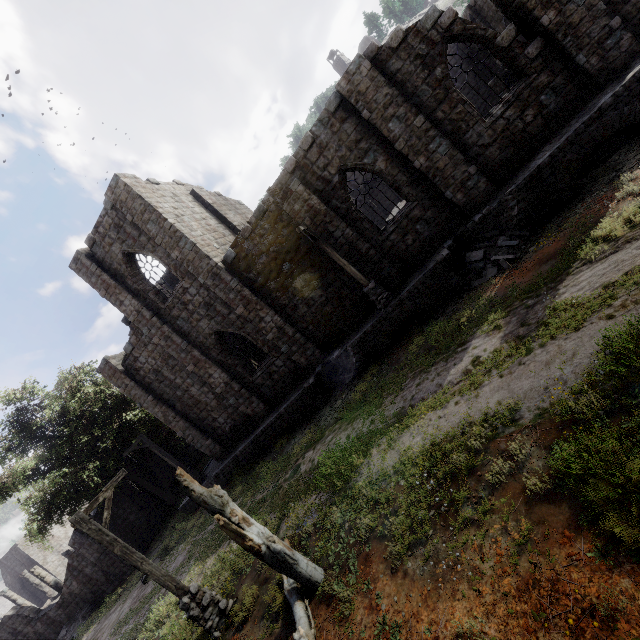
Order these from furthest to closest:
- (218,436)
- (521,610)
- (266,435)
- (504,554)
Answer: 1. (218,436)
2. (266,435)
3. (504,554)
4. (521,610)

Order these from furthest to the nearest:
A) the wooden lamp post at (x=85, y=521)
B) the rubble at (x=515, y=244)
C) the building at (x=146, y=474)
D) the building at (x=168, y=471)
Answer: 1. the building at (x=168, y=471)
2. the building at (x=146, y=474)
3. the rubble at (x=515, y=244)
4. the wooden lamp post at (x=85, y=521)

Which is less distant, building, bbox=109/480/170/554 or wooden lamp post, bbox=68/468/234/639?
wooden lamp post, bbox=68/468/234/639

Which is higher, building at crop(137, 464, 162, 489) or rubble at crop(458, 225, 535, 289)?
building at crop(137, 464, 162, 489)

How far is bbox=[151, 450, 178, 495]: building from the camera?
28.49m

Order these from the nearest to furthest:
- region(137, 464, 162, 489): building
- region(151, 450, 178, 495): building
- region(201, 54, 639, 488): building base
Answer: region(201, 54, 639, 488): building base
region(137, 464, 162, 489): building
region(151, 450, 178, 495): building

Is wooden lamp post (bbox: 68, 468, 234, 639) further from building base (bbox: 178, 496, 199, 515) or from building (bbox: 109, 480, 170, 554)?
building base (bbox: 178, 496, 199, 515)

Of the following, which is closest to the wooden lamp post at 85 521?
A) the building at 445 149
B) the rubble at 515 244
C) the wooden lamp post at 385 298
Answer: the building at 445 149
